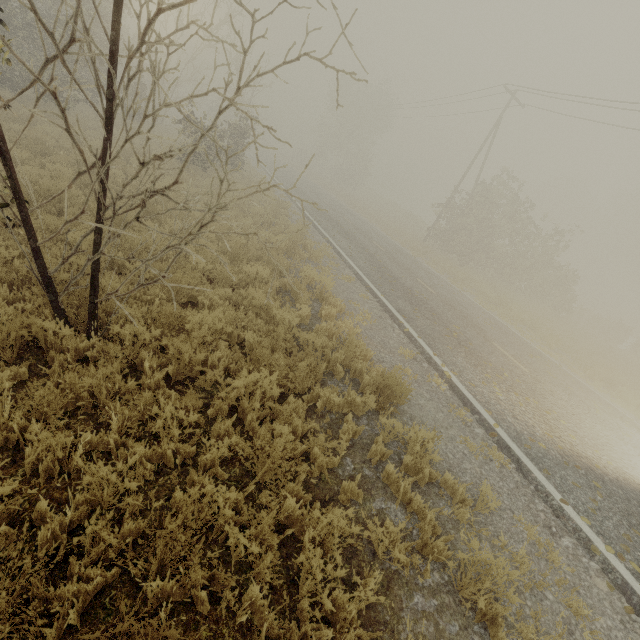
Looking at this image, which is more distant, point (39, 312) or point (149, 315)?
point (149, 315)
